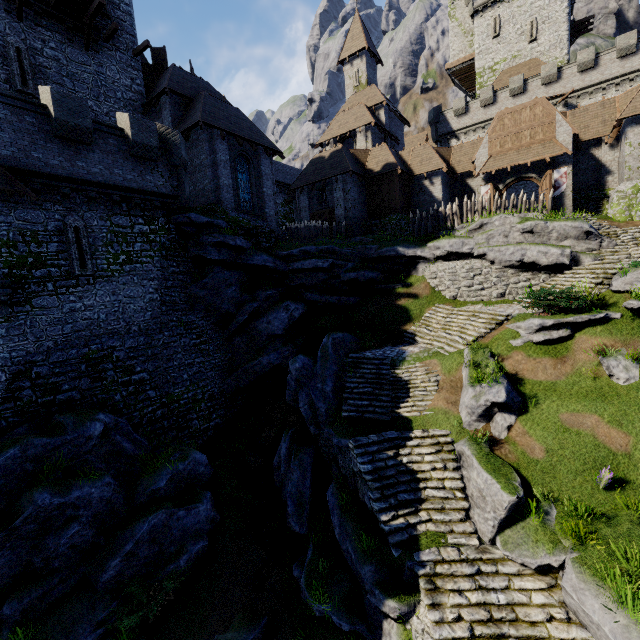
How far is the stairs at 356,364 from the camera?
14.5m

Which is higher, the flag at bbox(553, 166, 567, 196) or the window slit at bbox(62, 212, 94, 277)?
the flag at bbox(553, 166, 567, 196)

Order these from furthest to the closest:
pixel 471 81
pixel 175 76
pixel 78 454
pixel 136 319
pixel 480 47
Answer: pixel 471 81 → pixel 480 47 → pixel 175 76 → pixel 136 319 → pixel 78 454

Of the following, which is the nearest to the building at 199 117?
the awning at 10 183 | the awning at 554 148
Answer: the awning at 10 183

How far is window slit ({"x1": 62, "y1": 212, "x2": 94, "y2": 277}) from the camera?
14.12m

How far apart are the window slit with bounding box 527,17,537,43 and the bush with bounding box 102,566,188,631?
59.56m

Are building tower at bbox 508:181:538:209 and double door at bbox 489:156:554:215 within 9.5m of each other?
no

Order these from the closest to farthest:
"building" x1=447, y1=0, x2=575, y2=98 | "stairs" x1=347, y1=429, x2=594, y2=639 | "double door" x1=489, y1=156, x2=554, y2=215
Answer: "stairs" x1=347, y1=429, x2=594, y2=639 < "double door" x1=489, y1=156, x2=554, y2=215 < "building" x1=447, y1=0, x2=575, y2=98
